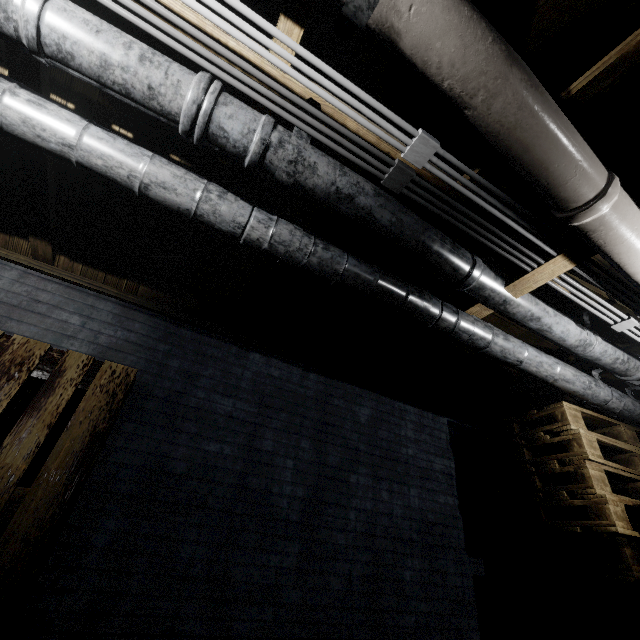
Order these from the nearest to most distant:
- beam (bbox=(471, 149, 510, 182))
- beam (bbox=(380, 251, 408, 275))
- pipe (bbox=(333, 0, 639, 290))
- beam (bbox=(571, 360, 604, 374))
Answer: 1. pipe (bbox=(333, 0, 639, 290))
2. beam (bbox=(471, 149, 510, 182))
3. beam (bbox=(380, 251, 408, 275))
4. beam (bbox=(571, 360, 604, 374))

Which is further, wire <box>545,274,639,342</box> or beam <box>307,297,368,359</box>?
beam <box>307,297,368,359</box>

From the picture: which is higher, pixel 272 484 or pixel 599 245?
pixel 599 245

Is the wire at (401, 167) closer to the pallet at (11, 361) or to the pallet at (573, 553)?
the pallet at (11, 361)

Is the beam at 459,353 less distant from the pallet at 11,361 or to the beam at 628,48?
the beam at 628,48

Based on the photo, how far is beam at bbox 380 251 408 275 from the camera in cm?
197

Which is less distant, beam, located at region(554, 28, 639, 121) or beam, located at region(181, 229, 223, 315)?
beam, located at region(554, 28, 639, 121)

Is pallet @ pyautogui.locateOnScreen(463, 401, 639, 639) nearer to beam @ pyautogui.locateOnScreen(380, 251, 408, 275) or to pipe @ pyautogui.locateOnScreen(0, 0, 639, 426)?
pipe @ pyautogui.locateOnScreen(0, 0, 639, 426)
